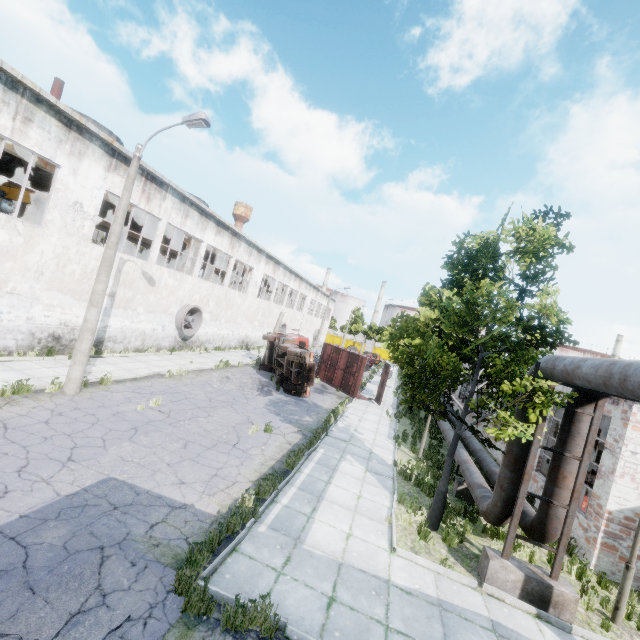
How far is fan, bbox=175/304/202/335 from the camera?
21.7m

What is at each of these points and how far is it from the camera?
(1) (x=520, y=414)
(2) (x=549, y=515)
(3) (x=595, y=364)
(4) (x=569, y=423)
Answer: (1) pipe, 7.9m
(2) pipe, 7.5m
(3) pipe, 5.4m
(4) pipe, 7.6m

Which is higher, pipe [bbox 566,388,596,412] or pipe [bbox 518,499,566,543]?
pipe [bbox 566,388,596,412]

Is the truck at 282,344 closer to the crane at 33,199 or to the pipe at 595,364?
the pipe at 595,364

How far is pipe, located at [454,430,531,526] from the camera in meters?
7.7

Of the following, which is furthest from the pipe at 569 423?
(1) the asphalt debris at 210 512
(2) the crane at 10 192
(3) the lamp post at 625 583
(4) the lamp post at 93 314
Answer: (2) the crane at 10 192

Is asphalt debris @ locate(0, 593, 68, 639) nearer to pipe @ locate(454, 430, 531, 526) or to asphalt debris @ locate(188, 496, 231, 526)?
asphalt debris @ locate(188, 496, 231, 526)

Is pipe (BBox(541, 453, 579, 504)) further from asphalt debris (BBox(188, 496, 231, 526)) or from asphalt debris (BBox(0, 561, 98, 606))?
asphalt debris (BBox(0, 561, 98, 606))
